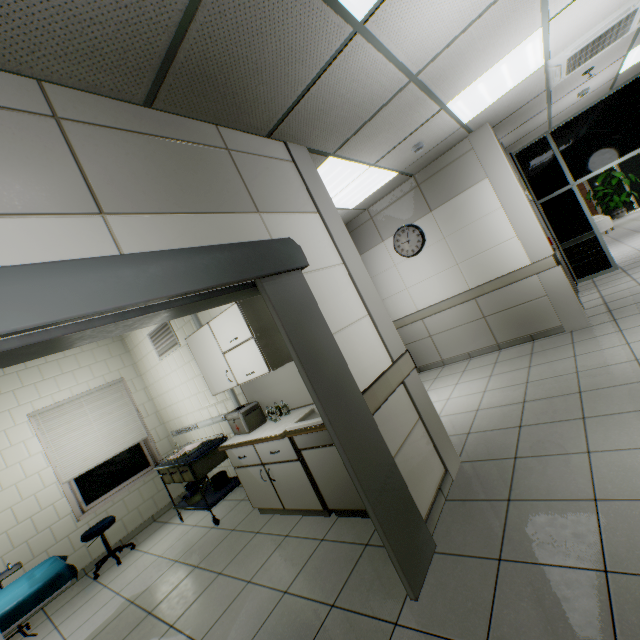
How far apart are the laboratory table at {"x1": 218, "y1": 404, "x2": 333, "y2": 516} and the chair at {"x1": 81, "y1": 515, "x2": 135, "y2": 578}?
2.2 meters

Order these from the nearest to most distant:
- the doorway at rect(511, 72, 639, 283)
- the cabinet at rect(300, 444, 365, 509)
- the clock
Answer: the cabinet at rect(300, 444, 365, 509), the clock, the doorway at rect(511, 72, 639, 283)

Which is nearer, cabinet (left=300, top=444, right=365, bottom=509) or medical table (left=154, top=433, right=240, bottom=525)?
cabinet (left=300, top=444, right=365, bottom=509)

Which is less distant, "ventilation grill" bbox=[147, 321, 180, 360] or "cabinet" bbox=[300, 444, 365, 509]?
"cabinet" bbox=[300, 444, 365, 509]

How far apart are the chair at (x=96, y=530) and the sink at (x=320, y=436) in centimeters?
340cm

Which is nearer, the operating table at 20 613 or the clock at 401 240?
the operating table at 20 613

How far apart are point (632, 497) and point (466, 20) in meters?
3.4 m

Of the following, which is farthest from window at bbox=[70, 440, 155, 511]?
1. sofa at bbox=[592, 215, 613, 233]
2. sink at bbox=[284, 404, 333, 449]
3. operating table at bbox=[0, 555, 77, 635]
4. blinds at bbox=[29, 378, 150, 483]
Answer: sofa at bbox=[592, 215, 613, 233]
